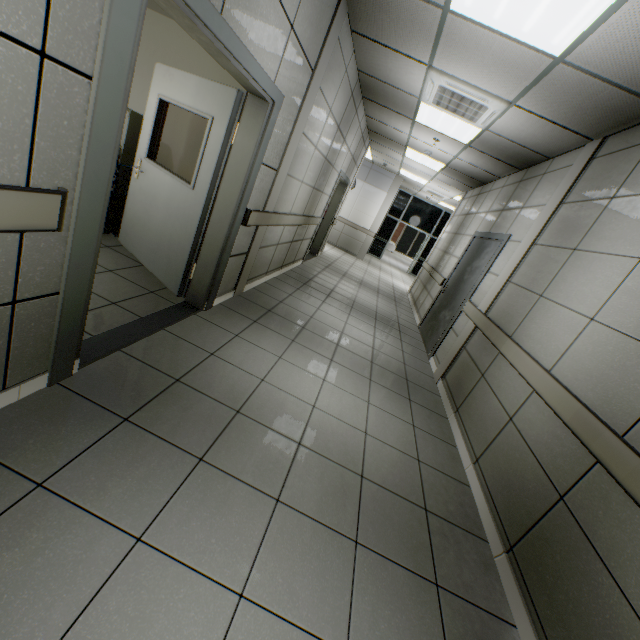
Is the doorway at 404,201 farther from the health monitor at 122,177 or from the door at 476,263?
the health monitor at 122,177

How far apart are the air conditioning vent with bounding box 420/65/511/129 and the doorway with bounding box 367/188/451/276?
10.9 meters

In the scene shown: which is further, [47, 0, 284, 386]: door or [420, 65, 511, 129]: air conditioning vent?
[420, 65, 511, 129]: air conditioning vent

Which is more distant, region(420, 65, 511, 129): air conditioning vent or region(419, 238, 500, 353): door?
region(419, 238, 500, 353): door

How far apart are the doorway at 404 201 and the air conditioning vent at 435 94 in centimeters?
1088cm

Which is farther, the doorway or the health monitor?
the doorway

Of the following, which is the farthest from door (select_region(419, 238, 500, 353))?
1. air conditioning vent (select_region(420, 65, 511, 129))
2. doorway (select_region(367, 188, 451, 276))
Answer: doorway (select_region(367, 188, 451, 276))

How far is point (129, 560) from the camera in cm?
131
